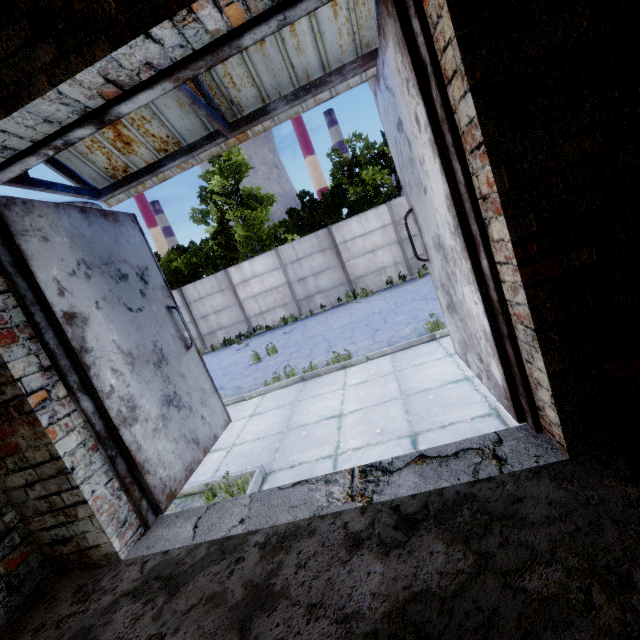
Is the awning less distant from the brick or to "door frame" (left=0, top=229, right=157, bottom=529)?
"door frame" (left=0, top=229, right=157, bottom=529)

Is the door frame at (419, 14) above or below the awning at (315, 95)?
below

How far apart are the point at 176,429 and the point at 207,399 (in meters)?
0.52

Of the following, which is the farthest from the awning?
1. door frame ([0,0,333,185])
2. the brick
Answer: the brick

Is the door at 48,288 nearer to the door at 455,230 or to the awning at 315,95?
the awning at 315,95

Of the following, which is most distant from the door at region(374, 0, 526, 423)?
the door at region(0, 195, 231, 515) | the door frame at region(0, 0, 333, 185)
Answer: the door at region(0, 195, 231, 515)

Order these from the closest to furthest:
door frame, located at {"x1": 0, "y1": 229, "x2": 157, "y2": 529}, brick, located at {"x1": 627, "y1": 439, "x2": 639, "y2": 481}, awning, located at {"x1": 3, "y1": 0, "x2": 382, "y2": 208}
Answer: brick, located at {"x1": 627, "y1": 439, "x2": 639, "y2": 481} < door frame, located at {"x1": 0, "y1": 229, "x2": 157, "y2": 529} < awning, located at {"x1": 3, "y1": 0, "x2": 382, "y2": 208}
